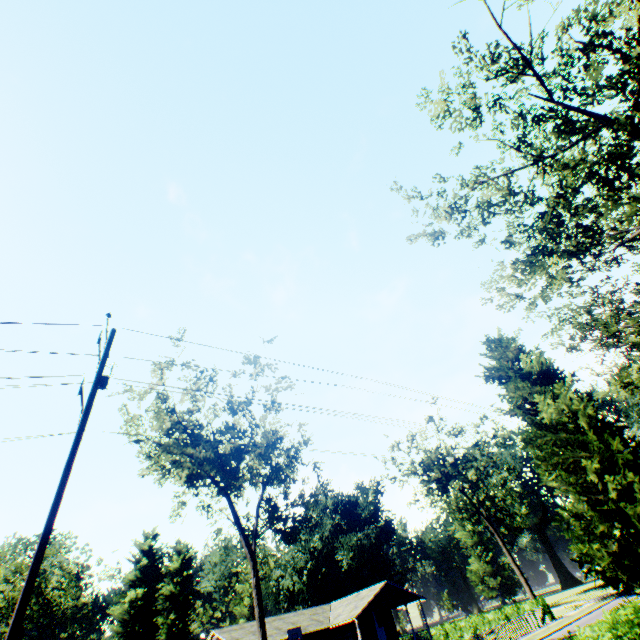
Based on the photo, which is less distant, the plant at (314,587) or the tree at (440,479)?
the tree at (440,479)

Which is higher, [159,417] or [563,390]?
[159,417]

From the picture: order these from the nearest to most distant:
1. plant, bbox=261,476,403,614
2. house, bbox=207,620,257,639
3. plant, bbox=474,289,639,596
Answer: plant, bbox=474,289,639,596 → house, bbox=207,620,257,639 → plant, bbox=261,476,403,614

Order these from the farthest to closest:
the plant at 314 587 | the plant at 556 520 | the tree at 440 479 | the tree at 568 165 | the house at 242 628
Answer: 1. the plant at 314 587
2. the tree at 440 479
3. the house at 242 628
4. the plant at 556 520
5. the tree at 568 165

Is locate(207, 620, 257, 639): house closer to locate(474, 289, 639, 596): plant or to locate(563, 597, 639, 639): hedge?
locate(474, 289, 639, 596): plant

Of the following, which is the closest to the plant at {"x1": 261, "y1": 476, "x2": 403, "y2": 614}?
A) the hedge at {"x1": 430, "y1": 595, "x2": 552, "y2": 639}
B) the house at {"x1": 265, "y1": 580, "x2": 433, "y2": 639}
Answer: the hedge at {"x1": 430, "y1": 595, "x2": 552, "y2": 639}

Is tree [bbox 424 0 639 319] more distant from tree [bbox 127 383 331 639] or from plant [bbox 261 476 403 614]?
tree [bbox 127 383 331 639]

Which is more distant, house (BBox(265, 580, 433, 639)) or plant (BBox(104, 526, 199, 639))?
plant (BBox(104, 526, 199, 639))
